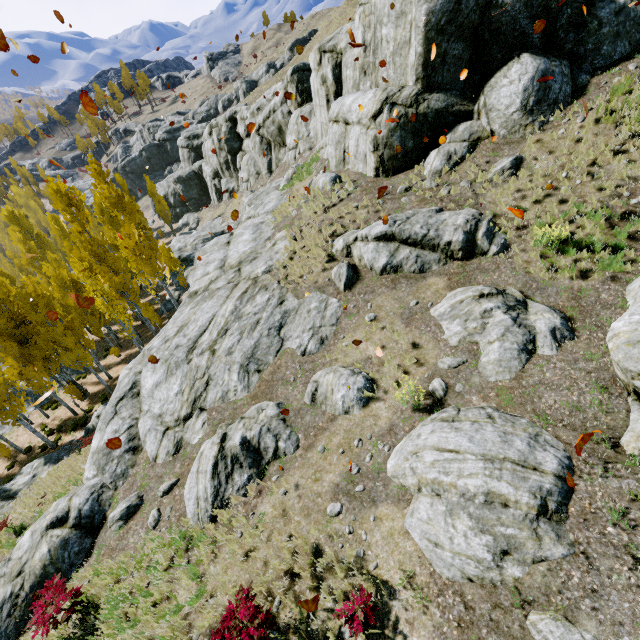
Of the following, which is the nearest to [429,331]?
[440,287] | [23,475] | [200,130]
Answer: [440,287]

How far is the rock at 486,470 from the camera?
4.66m

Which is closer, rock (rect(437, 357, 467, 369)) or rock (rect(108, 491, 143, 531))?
rock (rect(437, 357, 467, 369))

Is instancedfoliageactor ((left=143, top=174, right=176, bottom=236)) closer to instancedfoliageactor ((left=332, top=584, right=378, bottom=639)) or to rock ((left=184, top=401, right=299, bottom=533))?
instancedfoliageactor ((left=332, top=584, right=378, bottom=639))

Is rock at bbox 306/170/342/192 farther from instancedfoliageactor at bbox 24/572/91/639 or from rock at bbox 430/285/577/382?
instancedfoliageactor at bbox 24/572/91/639

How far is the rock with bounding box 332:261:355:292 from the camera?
11.4 meters

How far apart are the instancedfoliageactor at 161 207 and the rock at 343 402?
51.01m

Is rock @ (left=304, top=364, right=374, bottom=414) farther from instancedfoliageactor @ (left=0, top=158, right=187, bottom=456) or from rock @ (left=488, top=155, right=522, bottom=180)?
instancedfoliageactor @ (left=0, top=158, right=187, bottom=456)
